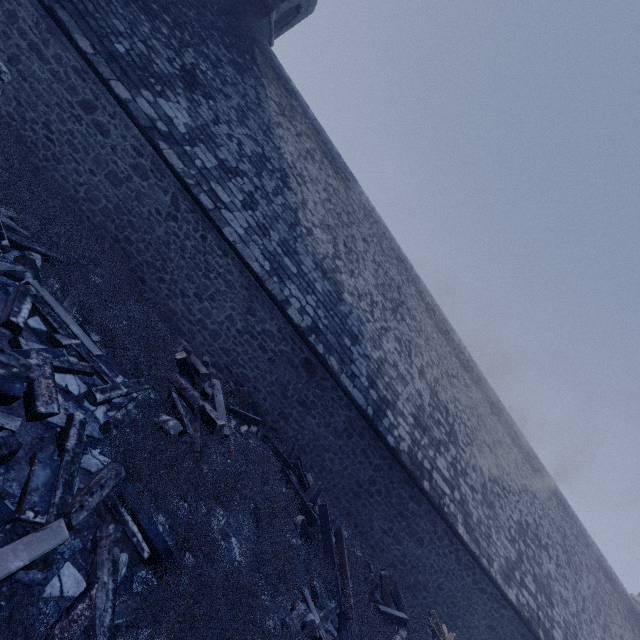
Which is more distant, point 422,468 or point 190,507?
point 422,468

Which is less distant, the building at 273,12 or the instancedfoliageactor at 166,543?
the instancedfoliageactor at 166,543

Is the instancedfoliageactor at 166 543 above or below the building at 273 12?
below

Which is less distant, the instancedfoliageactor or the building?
the instancedfoliageactor

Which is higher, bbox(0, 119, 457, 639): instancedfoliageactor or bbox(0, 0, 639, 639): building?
bbox(0, 0, 639, 639): building
